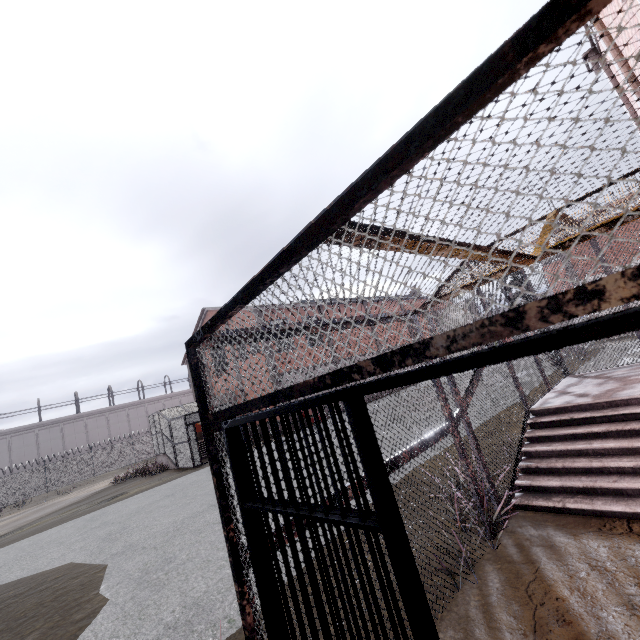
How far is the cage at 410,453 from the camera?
3.3m

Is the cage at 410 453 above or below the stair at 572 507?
above

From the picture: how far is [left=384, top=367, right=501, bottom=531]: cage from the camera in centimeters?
334cm

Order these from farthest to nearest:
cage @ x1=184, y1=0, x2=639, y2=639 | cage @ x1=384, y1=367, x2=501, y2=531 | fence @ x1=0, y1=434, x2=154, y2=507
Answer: fence @ x1=0, y1=434, x2=154, y2=507, cage @ x1=384, y1=367, x2=501, y2=531, cage @ x1=184, y1=0, x2=639, y2=639

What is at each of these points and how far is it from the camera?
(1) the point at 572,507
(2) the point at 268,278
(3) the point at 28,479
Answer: (1) stair, 3.8 meters
(2) cage, 1.4 meters
(3) fence, 32.2 meters

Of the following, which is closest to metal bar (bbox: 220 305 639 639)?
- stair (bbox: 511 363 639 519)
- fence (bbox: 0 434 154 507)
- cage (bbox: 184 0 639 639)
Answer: cage (bbox: 184 0 639 639)

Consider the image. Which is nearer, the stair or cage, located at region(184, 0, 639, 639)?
cage, located at region(184, 0, 639, 639)

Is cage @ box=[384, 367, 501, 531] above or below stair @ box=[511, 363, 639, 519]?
above
